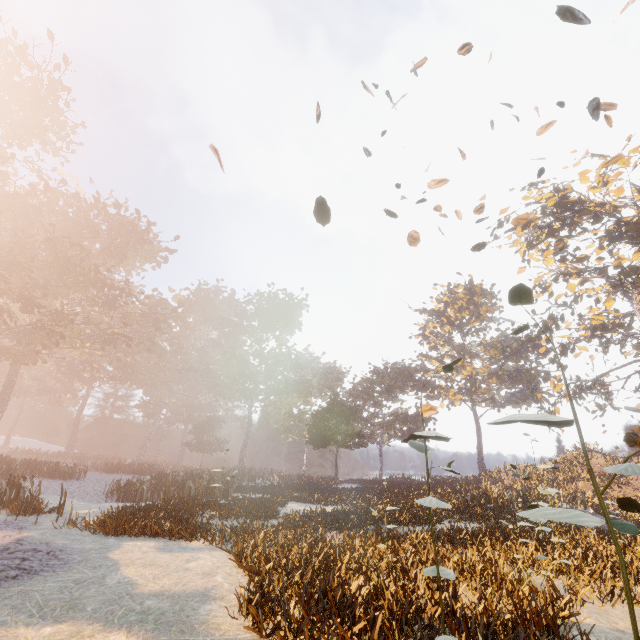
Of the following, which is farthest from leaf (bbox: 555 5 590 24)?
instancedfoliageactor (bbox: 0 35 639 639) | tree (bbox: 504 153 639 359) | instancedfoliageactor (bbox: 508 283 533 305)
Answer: tree (bbox: 504 153 639 359)

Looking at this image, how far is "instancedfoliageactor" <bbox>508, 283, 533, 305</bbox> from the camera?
2.4 meters

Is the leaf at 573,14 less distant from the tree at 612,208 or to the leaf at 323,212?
the leaf at 323,212

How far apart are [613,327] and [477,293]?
Result: 28.0 meters

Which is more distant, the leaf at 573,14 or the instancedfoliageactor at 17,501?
the instancedfoliageactor at 17,501

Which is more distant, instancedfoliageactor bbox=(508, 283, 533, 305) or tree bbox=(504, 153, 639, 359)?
tree bbox=(504, 153, 639, 359)

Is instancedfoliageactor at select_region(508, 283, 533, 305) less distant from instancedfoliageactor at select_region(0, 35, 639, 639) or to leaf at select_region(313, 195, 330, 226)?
leaf at select_region(313, 195, 330, 226)

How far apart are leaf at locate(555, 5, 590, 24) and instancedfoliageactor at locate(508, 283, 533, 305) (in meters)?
1.80
